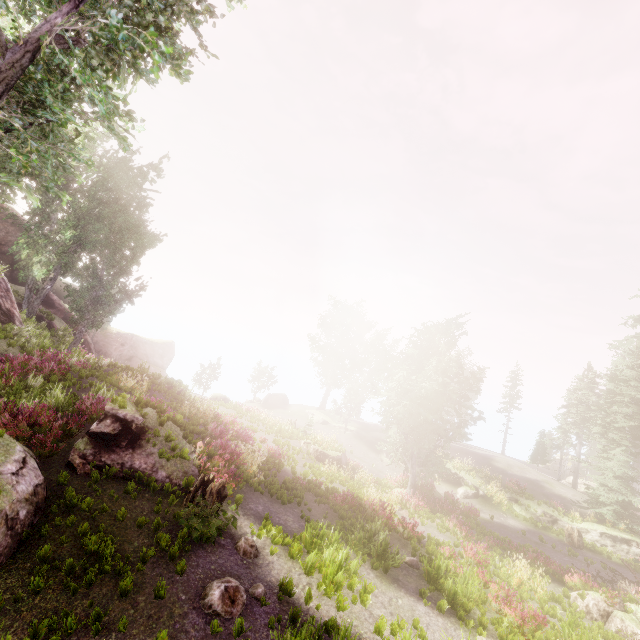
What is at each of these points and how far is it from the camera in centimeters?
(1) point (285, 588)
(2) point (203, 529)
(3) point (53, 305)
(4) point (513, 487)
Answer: (1) instancedfoliageactor, 834cm
(2) instancedfoliageactor, 865cm
(3) rock, 3159cm
(4) instancedfoliageactor, 2622cm

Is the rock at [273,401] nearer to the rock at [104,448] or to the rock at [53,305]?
the rock at [53,305]

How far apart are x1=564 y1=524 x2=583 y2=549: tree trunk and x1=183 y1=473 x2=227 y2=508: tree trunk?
25.19m

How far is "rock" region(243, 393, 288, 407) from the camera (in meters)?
43.02

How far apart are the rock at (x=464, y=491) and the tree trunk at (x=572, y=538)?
5.54m

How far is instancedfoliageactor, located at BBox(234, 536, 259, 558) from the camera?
9.1m

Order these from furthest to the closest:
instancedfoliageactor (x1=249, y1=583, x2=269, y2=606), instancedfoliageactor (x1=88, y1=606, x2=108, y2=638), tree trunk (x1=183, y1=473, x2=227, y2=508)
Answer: tree trunk (x1=183, y1=473, x2=227, y2=508) < instancedfoliageactor (x1=249, y1=583, x2=269, y2=606) < instancedfoliageactor (x1=88, y1=606, x2=108, y2=638)

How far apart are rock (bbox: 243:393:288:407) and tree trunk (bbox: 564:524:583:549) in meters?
30.3 m
